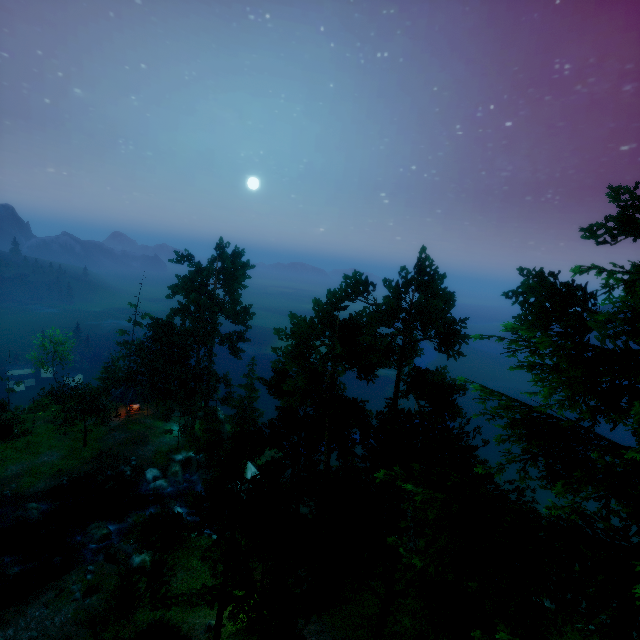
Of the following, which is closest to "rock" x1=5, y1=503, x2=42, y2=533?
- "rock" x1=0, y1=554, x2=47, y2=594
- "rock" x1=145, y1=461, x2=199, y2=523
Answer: "rock" x1=0, y1=554, x2=47, y2=594

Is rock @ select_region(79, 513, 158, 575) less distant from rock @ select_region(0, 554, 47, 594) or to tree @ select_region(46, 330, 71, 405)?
rock @ select_region(0, 554, 47, 594)

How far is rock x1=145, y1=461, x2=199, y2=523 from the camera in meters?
33.4

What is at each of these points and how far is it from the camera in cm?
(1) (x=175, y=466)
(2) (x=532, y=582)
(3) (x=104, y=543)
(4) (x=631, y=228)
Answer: (1) rock, 3862
(2) tree, 492
(3) rock, 2878
(4) tree, 1356

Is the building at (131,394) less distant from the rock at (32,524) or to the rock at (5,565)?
the rock at (32,524)

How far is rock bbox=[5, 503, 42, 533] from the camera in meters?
29.4 m

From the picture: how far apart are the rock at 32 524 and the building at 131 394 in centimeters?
1359cm

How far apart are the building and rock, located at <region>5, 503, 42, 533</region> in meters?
13.6 m
